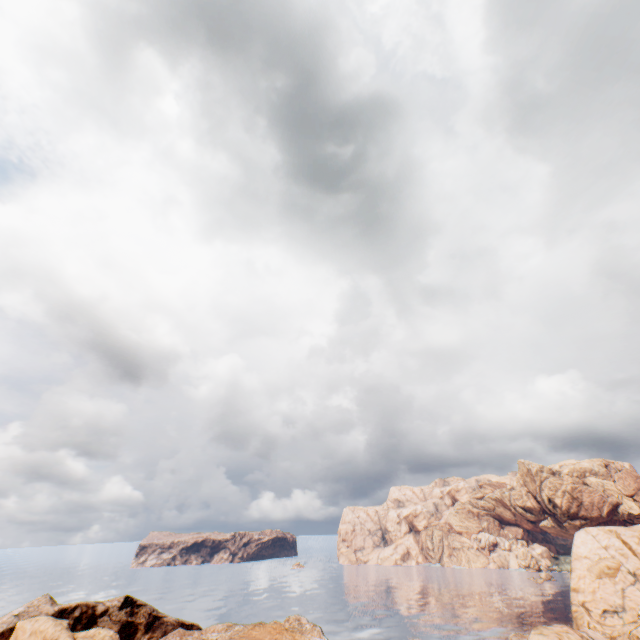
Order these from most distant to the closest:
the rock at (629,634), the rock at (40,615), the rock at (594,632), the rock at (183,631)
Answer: the rock at (629,634) → the rock at (40,615) → the rock at (594,632) → the rock at (183,631)

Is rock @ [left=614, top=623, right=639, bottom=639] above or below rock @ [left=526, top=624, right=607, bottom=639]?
below

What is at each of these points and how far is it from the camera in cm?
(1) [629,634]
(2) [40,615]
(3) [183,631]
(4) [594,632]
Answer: (1) rock, 5731
(2) rock, 5525
(3) rock, 4875
(4) rock, 4644

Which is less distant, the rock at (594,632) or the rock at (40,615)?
the rock at (594,632)

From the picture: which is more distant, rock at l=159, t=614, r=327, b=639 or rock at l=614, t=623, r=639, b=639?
rock at l=614, t=623, r=639, b=639

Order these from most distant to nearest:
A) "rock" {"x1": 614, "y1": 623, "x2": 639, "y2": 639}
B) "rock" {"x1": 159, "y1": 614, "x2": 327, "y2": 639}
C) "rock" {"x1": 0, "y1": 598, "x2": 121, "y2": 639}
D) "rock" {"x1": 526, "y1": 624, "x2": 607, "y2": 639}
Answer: "rock" {"x1": 614, "y1": 623, "x2": 639, "y2": 639} < "rock" {"x1": 0, "y1": 598, "x2": 121, "y2": 639} < "rock" {"x1": 526, "y1": 624, "x2": 607, "y2": 639} < "rock" {"x1": 159, "y1": 614, "x2": 327, "y2": 639}
